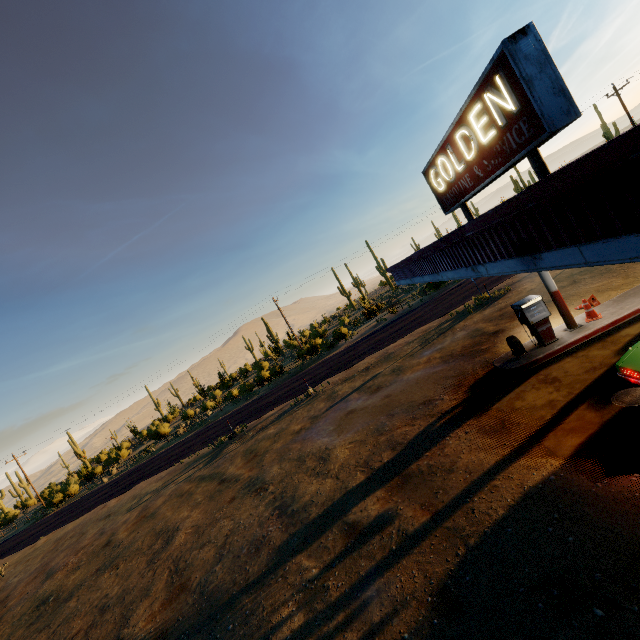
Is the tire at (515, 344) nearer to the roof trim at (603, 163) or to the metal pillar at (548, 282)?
the metal pillar at (548, 282)

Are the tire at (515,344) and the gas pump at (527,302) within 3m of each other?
yes

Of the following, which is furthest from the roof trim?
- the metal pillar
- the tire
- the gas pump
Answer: the tire

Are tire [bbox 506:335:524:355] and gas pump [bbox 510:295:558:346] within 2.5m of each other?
yes

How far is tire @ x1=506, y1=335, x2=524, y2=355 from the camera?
10.1 meters

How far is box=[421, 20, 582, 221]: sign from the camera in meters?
4.7 m

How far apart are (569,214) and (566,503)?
5.15m

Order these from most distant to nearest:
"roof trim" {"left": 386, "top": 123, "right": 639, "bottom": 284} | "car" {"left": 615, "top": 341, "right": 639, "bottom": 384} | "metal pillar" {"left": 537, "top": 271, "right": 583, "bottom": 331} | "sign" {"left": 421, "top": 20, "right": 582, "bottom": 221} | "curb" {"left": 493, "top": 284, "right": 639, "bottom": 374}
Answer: "metal pillar" {"left": 537, "top": 271, "right": 583, "bottom": 331}
"curb" {"left": 493, "top": 284, "right": 639, "bottom": 374}
"car" {"left": 615, "top": 341, "right": 639, "bottom": 384}
"sign" {"left": 421, "top": 20, "right": 582, "bottom": 221}
"roof trim" {"left": 386, "top": 123, "right": 639, "bottom": 284}
